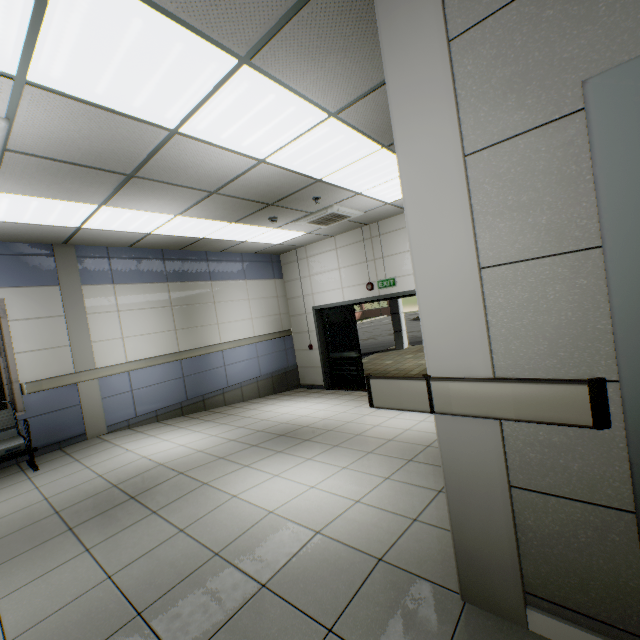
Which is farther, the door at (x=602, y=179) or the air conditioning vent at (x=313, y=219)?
the air conditioning vent at (x=313, y=219)

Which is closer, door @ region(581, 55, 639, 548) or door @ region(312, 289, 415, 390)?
door @ region(581, 55, 639, 548)

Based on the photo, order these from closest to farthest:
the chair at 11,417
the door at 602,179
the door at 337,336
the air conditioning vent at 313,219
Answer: the door at 602,179, the chair at 11,417, the air conditioning vent at 313,219, the door at 337,336

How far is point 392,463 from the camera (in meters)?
3.37

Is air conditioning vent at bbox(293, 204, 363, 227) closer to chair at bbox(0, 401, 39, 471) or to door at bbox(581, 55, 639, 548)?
door at bbox(581, 55, 639, 548)

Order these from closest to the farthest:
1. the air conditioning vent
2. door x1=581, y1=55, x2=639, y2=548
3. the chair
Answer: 1. door x1=581, y1=55, x2=639, y2=548
2. the chair
3. the air conditioning vent

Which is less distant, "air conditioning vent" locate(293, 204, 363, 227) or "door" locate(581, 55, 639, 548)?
"door" locate(581, 55, 639, 548)

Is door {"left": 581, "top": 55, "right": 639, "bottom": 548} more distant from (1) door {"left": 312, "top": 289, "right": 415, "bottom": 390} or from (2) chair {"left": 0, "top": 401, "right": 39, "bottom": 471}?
(2) chair {"left": 0, "top": 401, "right": 39, "bottom": 471}
